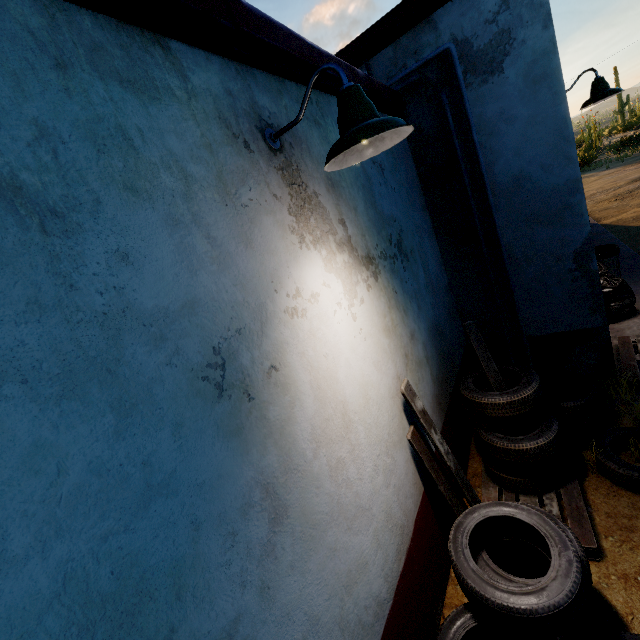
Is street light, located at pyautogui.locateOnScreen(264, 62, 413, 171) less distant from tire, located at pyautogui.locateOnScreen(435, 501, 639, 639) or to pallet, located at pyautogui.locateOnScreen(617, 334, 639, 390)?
tire, located at pyautogui.locateOnScreen(435, 501, 639, 639)

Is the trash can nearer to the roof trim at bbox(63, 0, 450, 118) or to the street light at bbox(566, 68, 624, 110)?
the street light at bbox(566, 68, 624, 110)

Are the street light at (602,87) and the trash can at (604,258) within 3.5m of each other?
yes

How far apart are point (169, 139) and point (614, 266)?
7.52m

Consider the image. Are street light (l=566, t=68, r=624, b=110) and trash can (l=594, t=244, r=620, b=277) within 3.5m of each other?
yes

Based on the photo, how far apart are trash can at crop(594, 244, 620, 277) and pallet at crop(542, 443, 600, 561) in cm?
426

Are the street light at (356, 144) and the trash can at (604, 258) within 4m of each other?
no

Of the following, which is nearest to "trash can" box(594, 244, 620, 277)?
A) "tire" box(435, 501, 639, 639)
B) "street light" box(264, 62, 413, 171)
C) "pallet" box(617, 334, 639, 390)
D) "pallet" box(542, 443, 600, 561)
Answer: "pallet" box(617, 334, 639, 390)
